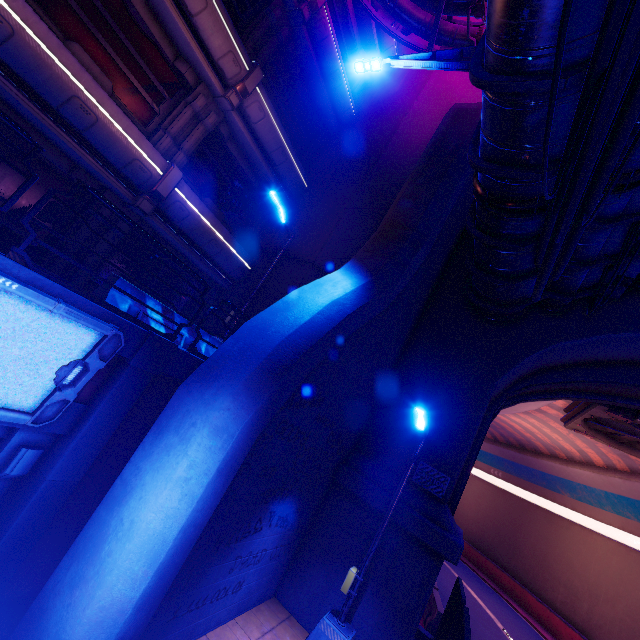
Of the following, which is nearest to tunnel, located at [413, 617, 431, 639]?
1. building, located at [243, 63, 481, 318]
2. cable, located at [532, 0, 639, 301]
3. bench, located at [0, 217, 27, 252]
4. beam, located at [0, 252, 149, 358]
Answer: cable, located at [532, 0, 639, 301]

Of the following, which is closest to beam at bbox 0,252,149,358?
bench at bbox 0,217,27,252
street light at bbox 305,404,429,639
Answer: bench at bbox 0,217,27,252

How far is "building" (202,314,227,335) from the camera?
12.5 meters

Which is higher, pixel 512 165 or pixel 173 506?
pixel 512 165

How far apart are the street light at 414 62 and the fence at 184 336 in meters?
7.4 m

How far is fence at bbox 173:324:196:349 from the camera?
6.71m

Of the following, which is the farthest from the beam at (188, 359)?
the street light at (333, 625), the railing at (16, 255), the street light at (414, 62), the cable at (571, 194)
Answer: the street light at (414, 62)

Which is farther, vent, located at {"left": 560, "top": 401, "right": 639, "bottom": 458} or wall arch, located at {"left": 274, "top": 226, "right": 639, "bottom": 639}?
vent, located at {"left": 560, "top": 401, "right": 639, "bottom": 458}
